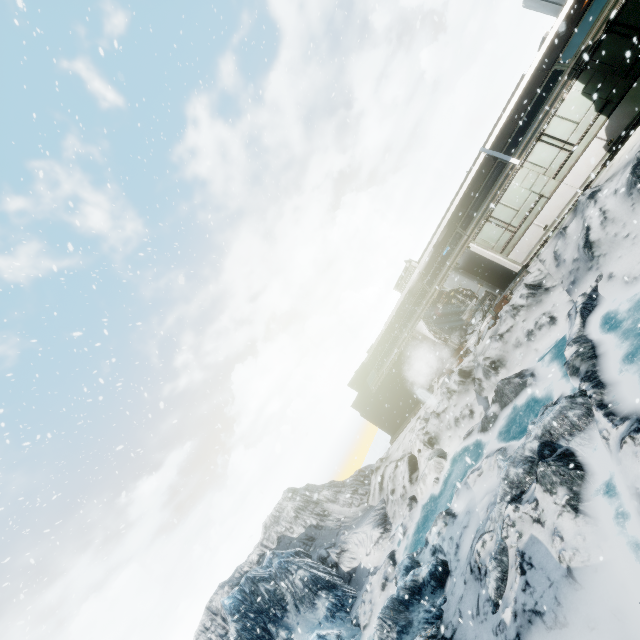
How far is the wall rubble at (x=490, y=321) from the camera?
15.0m

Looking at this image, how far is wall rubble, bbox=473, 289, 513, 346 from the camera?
14.96m

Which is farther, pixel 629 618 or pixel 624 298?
pixel 624 298
